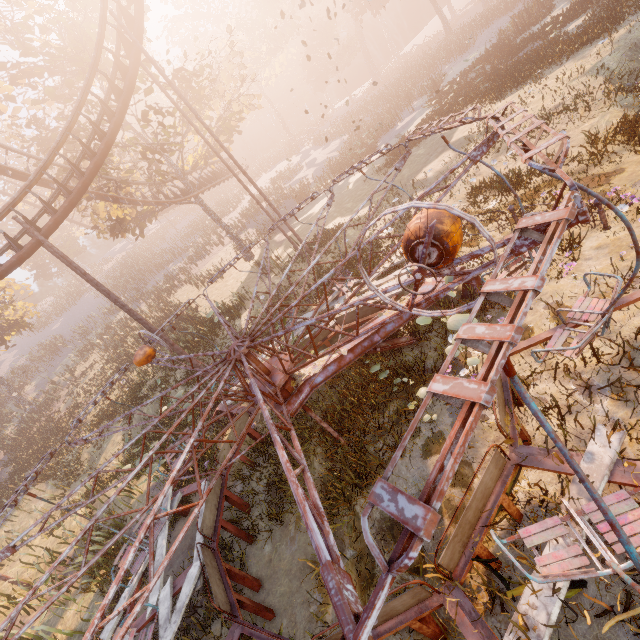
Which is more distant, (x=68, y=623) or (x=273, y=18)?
(x=273, y=18)

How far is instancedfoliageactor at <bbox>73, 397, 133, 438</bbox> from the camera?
19.1 meters

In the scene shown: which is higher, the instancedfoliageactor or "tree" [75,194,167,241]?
"tree" [75,194,167,241]

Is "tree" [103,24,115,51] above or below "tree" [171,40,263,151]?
above

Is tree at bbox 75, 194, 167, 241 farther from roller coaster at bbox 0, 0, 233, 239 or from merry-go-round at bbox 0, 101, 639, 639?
merry-go-round at bbox 0, 101, 639, 639

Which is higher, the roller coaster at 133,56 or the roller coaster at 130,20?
the roller coaster at 130,20

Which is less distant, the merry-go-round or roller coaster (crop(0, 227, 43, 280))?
the merry-go-round

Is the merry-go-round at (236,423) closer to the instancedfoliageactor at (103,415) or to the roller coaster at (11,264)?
the roller coaster at (11,264)
